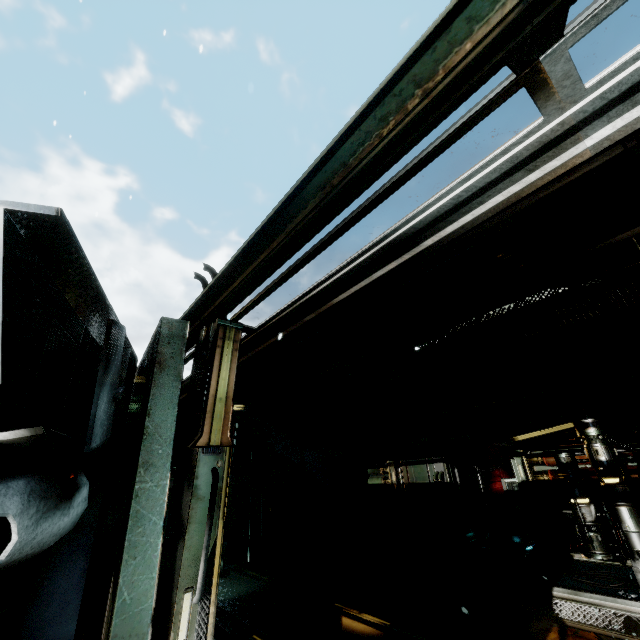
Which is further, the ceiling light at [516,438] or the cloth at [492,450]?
the cloth at [492,450]

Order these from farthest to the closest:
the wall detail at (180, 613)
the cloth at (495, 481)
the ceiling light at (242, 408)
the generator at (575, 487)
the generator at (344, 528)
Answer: the ceiling light at (242, 408) < the generator at (344, 528) < the cloth at (495, 481) < the generator at (575, 487) < the wall detail at (180, 613)

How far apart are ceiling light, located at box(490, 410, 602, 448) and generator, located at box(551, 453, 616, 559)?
0.52m

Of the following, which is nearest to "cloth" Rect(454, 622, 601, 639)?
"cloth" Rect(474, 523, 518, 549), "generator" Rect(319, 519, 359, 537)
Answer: "cloth" Rect(474, 523, 518, 549)

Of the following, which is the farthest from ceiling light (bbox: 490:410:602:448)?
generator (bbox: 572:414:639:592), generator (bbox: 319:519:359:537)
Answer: generator (bbox: 319:519:359:537)

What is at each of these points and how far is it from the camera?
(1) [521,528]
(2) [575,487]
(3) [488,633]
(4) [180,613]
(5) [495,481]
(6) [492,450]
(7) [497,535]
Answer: (1) crate, 7.8 meters
(2) generator, 5.4 meters
(3) cloth, 4.5 meters
(4) wall detail, 1.3 meters
(5) cloth, 9.2 meters
(6) cloth, 9.4 meters
(7) cloth, 7.7 meters

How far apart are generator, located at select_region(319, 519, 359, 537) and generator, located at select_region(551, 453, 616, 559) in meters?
6.1

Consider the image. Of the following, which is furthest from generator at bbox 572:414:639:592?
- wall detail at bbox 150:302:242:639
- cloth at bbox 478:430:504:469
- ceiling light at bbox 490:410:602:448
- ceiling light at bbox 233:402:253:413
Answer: ceiling light at bbox 233:402:253:413
